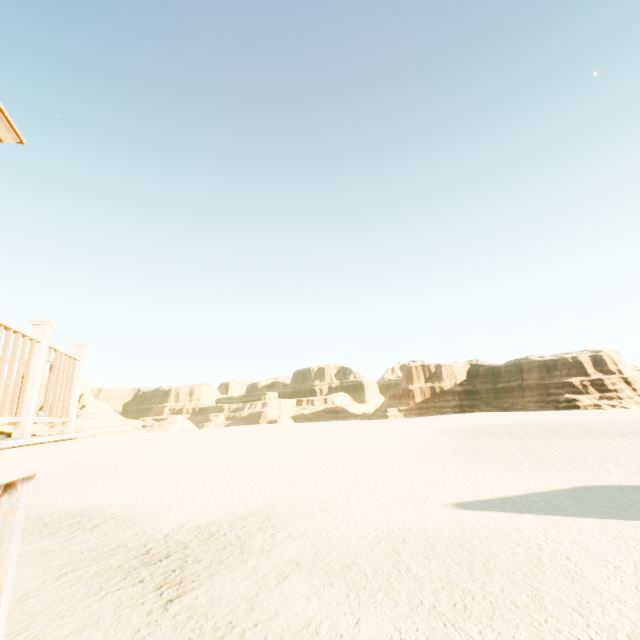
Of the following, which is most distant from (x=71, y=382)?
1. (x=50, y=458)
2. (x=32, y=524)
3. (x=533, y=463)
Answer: (x=533, y=463)

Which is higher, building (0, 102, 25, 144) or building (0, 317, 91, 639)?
building (0, 102, 25, 144)

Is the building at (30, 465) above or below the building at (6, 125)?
below

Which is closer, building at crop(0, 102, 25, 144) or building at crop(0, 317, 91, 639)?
building at crop(0, 317, 91, 639)

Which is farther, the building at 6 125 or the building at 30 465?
the building at 6 125
